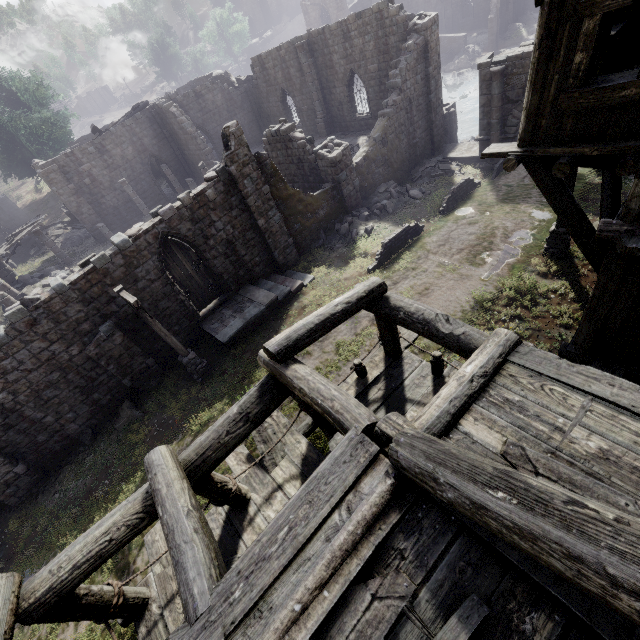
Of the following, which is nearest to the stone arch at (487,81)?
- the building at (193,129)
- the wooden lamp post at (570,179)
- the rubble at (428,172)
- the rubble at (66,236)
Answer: the rubble at (428,172)

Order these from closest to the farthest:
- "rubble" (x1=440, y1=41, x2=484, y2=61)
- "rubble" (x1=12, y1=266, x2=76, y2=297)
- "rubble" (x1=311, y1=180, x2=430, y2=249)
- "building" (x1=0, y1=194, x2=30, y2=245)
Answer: "rubble" (x1=311, y1=180, x2=430, y2=249), "rubble" (x1=12, y1=266, x2=76, y2=297), "building" (x1=0, y1=194, x2=30, y2=245), "rubble" (x1=440, y1=41, x2=484, y2=61)

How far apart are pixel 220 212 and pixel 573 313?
13.70m

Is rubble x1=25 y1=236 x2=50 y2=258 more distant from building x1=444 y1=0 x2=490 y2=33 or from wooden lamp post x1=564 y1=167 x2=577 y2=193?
wooden lamp post x1=564 y1=167 x2=577 y2=193

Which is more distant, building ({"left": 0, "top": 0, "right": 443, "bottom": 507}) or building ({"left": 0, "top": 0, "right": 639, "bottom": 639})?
building ({"left": 0, "top": 0, "right": 443, "bottom": 507})

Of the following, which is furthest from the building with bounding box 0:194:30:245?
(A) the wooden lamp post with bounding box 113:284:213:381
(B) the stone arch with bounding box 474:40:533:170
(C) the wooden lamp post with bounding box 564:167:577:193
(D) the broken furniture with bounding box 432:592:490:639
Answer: (B) the stone arch with bounding box 474:40:533:170

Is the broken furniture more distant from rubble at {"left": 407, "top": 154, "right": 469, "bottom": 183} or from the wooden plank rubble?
the wooden plank rubble

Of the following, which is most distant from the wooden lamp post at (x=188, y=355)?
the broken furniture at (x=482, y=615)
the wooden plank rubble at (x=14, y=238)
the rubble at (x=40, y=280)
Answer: the wooden plank rubble at (x=14, y=238)
